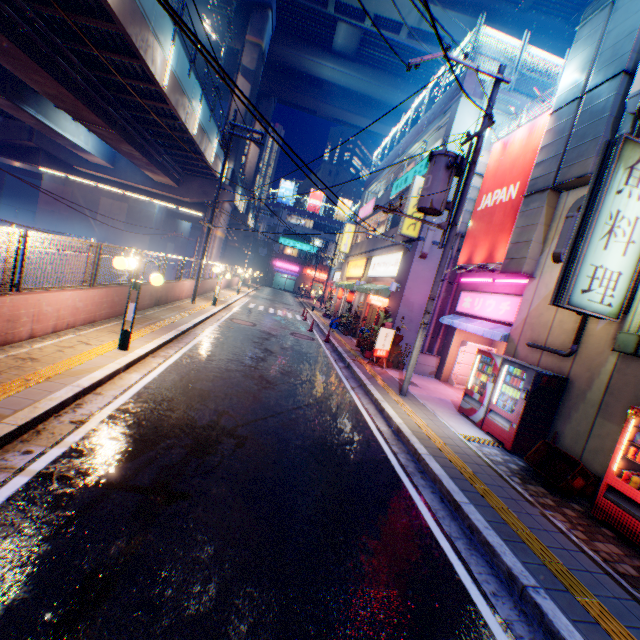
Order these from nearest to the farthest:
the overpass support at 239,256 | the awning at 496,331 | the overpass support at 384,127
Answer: the awning at 496,331 → the overpass support at 239,256 → the overpass support at 384,127

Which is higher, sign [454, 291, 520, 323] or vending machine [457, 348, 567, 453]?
sign [454, 291, 520, 323]

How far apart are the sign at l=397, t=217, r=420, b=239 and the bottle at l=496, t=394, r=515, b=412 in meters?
7.9 m

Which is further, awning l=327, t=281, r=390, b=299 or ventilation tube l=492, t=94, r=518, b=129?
awning l=327, t=281, r=390, b=299

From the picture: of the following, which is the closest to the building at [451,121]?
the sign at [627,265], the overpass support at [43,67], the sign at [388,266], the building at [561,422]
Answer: the sign at [388,266]

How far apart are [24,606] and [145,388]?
4.30m

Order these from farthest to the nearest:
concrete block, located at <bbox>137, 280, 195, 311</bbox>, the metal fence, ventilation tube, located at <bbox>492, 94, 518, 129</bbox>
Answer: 1. ventilation tube, located at <bbox>492, 94, 518, 129</bbox>
2. concrete block, located at <bbox>137, 280, 195, 311</bbox>
3. the metal fence

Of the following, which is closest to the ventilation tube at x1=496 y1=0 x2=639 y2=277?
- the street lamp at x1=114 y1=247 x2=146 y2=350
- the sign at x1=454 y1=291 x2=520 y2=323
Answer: the sign at x1=454 y1=291 x2=520 y2=323
